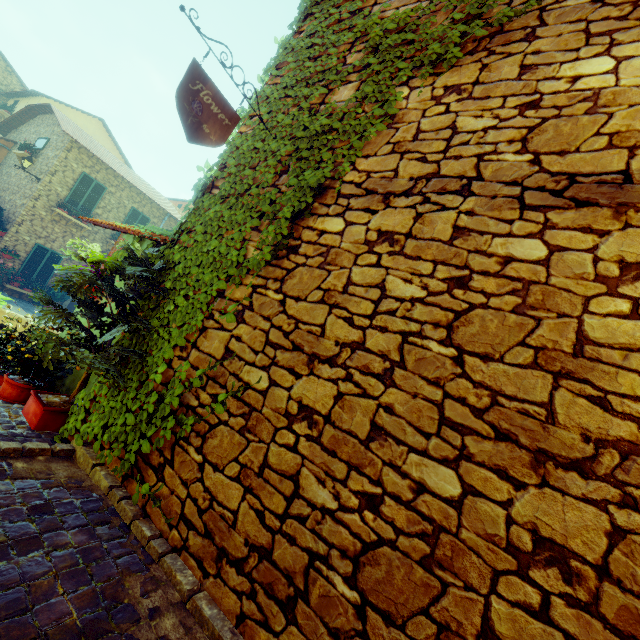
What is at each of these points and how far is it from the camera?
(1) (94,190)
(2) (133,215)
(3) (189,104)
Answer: (1) window, 14.9m
(2) window, 16.7m
(3) sign post, 2.4m

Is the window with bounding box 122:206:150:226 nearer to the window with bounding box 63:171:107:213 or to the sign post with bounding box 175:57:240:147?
the window with bounding box 63:171:107:213

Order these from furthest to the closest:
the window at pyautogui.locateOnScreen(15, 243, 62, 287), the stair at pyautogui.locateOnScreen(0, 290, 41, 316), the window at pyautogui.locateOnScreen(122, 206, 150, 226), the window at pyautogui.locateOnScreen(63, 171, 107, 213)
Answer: the window at pyautogui.locateOnScreen(122, 206, 150, 226)
the window at pyautogui.locateOnScreen(63, 171, 107, 213)
the window at pyautogui.locateOnScreen(15, 243, 62, 287)
the stair at pyautogui.locateOnScreen(0, 290, 41, 316)

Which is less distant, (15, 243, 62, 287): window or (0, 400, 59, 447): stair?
(0, 400, 59, 447): stair

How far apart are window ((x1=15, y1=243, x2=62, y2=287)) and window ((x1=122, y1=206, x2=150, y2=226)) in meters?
2.5 m

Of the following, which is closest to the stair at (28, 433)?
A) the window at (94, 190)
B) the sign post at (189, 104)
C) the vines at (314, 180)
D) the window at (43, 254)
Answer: the vines at (314, 180)

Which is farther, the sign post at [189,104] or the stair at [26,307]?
the stair at [26,307]

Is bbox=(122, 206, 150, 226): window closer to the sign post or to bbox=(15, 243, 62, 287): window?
bbox=(15, 243, 62, 287): window
